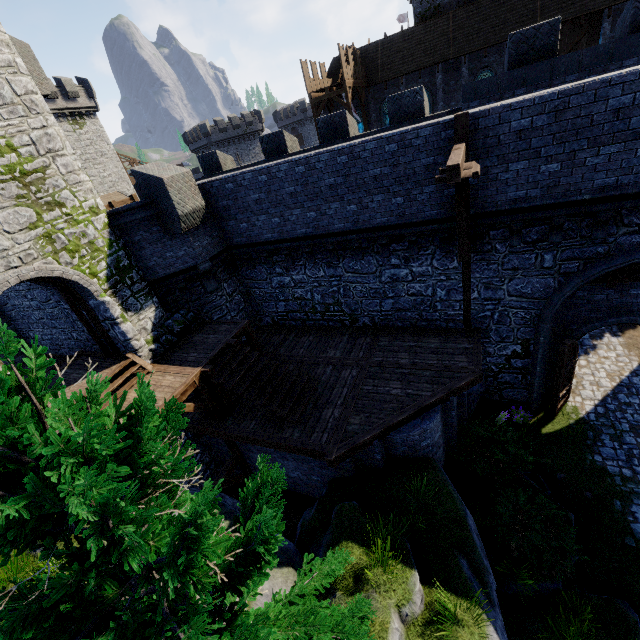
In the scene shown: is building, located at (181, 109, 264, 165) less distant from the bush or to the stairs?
the stairs

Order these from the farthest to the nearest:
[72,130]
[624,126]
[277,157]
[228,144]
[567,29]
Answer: [228,144] < [72,130] < [567,29] < [277,157] < [624,126]

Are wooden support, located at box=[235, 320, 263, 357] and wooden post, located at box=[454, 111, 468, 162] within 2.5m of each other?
no

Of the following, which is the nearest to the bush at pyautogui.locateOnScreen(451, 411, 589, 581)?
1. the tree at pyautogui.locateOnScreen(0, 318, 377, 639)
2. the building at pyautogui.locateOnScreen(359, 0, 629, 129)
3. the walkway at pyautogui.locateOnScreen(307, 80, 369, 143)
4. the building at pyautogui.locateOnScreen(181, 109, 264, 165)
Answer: the tree at pyautogui.locateOnScreen(0, 318, 377, 639)

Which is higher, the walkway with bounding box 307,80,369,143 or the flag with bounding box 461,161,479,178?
the walkway with bounding box 307,80,369,143

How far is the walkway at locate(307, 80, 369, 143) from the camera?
24.7 meters

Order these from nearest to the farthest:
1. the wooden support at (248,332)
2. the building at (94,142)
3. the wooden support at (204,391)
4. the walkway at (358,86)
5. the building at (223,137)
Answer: the wooden support at (204,391) → the wooden support at (248,332) → the walkway at (358,86) → the building at (94,142) → the building at (223,137)

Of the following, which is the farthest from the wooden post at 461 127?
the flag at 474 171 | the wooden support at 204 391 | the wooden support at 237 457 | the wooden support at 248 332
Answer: the wooden support at 237 457
